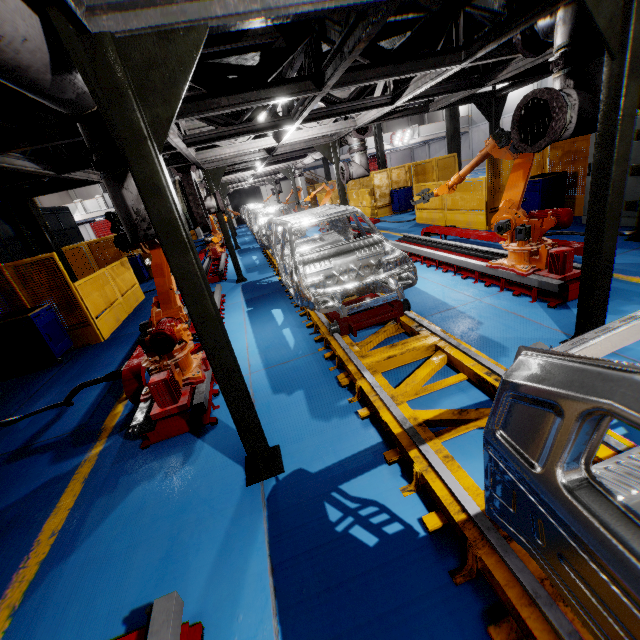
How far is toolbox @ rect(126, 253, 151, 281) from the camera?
13.90m

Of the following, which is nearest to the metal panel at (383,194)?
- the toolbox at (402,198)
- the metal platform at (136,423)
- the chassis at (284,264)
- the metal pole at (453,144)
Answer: the toolbox at (402,198)

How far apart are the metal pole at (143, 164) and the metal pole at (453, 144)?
14.8 meters

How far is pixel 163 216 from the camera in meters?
2.1

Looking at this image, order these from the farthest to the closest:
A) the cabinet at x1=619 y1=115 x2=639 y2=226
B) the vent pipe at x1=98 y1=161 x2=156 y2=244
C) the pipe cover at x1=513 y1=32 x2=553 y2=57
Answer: the cabinet at x1=619 y1=115 x2=639 y2=226 → the pipe cover at x1=513 y1=32 x2=553 y2=57 → the vent pipe at x1=98 y1=161 x2=156 y2=244

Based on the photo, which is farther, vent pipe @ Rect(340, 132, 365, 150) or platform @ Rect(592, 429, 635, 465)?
vent pipe @ Rect(340, 132, 365, 150)

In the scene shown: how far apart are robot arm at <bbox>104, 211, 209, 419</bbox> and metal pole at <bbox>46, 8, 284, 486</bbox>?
1.0m

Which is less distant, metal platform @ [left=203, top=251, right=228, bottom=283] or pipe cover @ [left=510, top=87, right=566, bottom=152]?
pipe cover @ [left=510, top=87, right=566, bottom=152]
